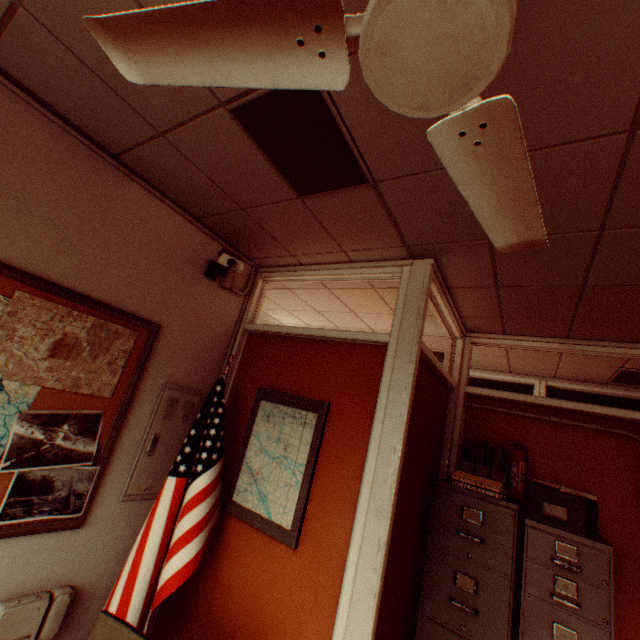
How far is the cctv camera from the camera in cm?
249

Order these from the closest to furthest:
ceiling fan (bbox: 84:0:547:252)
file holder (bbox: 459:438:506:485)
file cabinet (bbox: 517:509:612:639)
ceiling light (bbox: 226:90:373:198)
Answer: ceiling fan (bbox: 84:0:547:252) < ceiling light (bbox: 226:90:373:198) < file cabinet (bbox: 517:509:612:639) < file holder (bbox: 459:438:506:485)

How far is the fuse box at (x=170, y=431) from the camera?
2.4m

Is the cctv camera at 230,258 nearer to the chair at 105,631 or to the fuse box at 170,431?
the fuse box at 170,431

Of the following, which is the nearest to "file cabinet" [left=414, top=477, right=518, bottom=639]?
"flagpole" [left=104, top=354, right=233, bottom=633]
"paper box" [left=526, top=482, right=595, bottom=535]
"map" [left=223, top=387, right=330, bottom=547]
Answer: "paper box" [left=526, top=482, right=595, bottom=535]

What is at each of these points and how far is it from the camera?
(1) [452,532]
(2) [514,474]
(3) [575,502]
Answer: (1) file cabinet, 2.56m
(2) fire extinguisher, 2.89m
(3) paper box, 2.36m

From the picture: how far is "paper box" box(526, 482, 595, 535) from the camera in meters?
2.3 m

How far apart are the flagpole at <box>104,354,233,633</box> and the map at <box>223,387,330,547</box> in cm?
7
